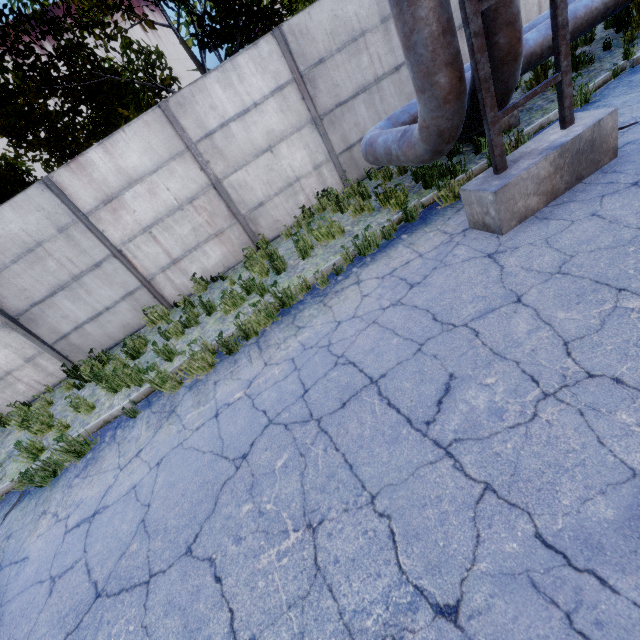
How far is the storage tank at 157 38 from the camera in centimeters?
5578cm

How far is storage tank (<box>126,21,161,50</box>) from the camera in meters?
55.8 m

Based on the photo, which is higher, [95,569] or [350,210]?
[350,210]

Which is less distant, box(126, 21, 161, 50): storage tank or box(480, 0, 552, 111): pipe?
box(480, 0, 552, 111): pipe

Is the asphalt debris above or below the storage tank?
below

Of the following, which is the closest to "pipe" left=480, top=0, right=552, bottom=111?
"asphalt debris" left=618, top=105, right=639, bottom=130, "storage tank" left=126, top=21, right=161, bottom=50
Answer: "asphalt debris" left=618, top=105, right=639, bottom=130

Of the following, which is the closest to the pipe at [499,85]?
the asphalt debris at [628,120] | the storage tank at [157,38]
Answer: the asphalt debris at [628,120]
